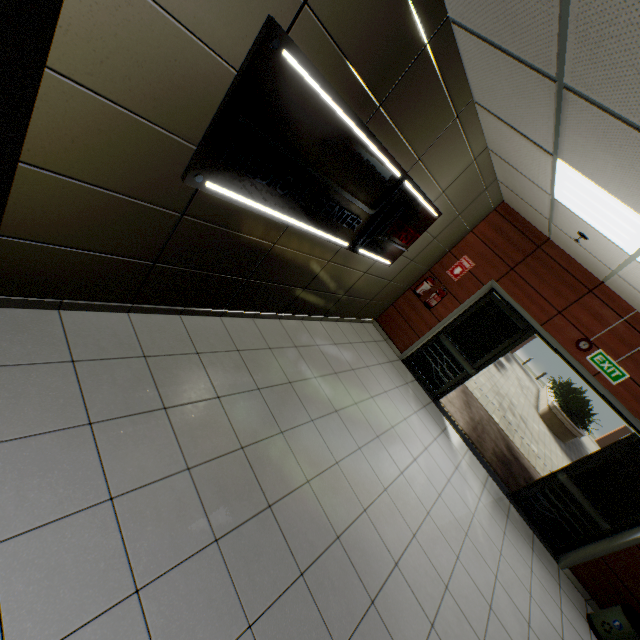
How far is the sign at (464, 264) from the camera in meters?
5.9 m

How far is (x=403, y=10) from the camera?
2.1m

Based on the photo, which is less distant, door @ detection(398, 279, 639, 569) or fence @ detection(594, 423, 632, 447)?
door @ detection(398, 279, 639, 569)

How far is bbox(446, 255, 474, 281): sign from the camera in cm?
589

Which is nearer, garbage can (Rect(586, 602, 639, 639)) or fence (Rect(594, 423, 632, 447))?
garbage can (Rect(586, 602, 639, 639))

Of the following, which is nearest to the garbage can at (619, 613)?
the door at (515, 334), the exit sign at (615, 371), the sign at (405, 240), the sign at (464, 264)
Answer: the door at (515, 334)

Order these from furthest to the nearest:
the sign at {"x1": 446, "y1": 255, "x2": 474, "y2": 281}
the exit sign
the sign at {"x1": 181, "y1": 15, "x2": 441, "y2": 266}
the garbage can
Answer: the sign at {"x1": 446, "y1": 255, "x2": 474, "y2": 281}
the exit sign
the garbage can
the sign at {"x1": 181, "y1": 15, "x2": 441, "y2": 266}

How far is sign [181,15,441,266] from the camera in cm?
195
